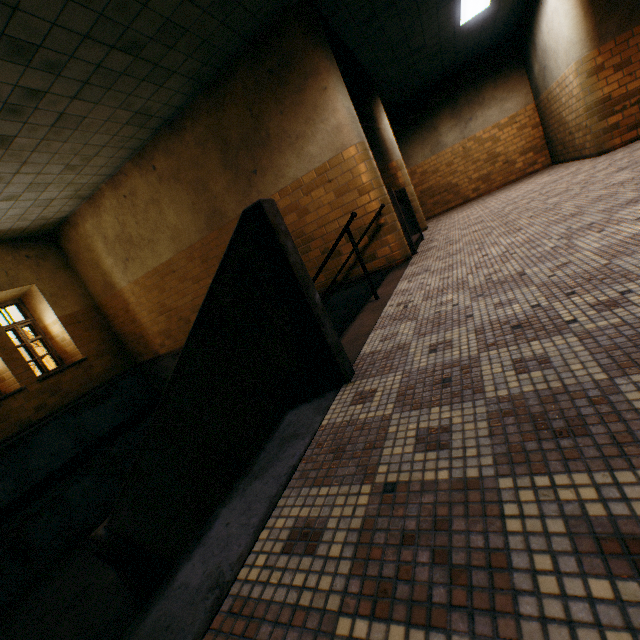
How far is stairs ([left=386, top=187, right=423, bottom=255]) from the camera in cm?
548

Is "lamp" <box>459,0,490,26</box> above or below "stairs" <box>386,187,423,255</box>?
above

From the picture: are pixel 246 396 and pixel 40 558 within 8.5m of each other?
yes

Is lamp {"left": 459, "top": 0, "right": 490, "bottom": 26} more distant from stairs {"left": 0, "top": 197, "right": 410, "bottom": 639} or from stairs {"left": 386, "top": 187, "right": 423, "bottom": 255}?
stairs {"left": 0, "top": 197, "right": 410, "bottom": 639}

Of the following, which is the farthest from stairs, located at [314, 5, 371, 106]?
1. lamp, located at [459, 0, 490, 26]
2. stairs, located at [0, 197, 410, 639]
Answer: lamp, located at [459, 0, 490, 26]

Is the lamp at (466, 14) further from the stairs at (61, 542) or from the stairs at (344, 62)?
the stairs at (61, 542)

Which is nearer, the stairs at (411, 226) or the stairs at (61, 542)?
the stairs at (61, 542)

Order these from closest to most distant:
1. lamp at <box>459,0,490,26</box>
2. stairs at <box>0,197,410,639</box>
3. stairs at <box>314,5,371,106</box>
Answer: stairs at <box>0,197,410,639</box>, stairs at <box>314,5,371,106</box>, lamp at <box>459,0,490,26</box>
